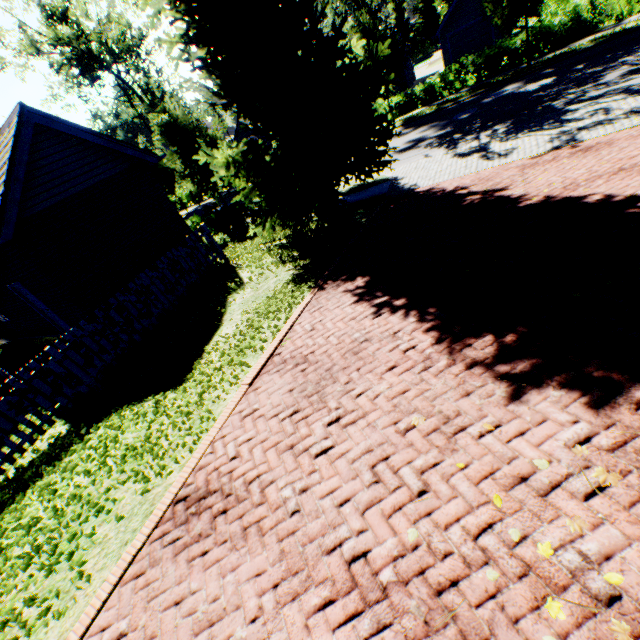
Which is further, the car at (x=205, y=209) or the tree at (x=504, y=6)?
the car at (x=205, y=209)

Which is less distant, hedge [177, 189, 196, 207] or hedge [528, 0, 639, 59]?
hedge [528, 0, 639, 59]

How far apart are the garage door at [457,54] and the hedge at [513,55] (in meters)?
9.52

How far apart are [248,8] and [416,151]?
10.0 meters

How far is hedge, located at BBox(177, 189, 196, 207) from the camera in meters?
37.7

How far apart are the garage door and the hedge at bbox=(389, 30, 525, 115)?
9.5 meters

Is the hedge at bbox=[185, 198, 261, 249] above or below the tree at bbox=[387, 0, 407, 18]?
below

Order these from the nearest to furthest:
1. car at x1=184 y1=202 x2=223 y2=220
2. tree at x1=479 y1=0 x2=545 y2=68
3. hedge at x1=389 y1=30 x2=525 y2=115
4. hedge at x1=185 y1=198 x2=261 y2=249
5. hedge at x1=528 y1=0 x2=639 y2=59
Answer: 1. hedge at x1=185 y1=198 x2=261 y2=249
2. tree at x1=479 y1=0 x2=545 y2=68
3. hedge at x1=528 y1=0 x2=639 y2=59
4. hedge at x1=389 y1=30 x2=525 y2=115
5. car at x1=184 y1=202 x2=223 y2=220
